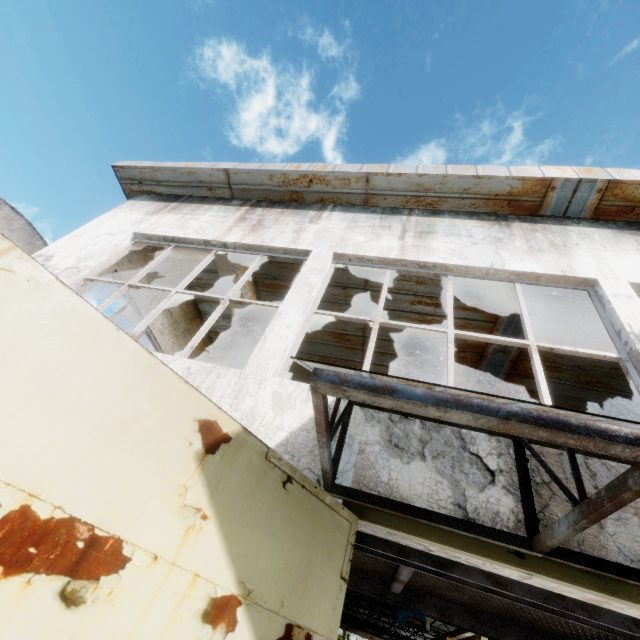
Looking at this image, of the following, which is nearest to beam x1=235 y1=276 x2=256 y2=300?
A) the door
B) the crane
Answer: the crane

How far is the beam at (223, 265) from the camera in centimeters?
636cm

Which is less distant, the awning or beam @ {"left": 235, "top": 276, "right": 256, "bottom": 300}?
the awning

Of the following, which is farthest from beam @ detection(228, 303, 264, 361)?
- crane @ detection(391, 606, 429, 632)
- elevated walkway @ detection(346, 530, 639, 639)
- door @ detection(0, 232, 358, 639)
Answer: door @ detection(0, 232, 358, 639)

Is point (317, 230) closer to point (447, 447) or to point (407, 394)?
point (447, 447)

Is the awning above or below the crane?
below

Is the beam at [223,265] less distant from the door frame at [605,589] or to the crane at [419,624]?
the crane at [419,624]

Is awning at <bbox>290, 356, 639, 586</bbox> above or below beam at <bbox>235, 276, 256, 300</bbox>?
below
